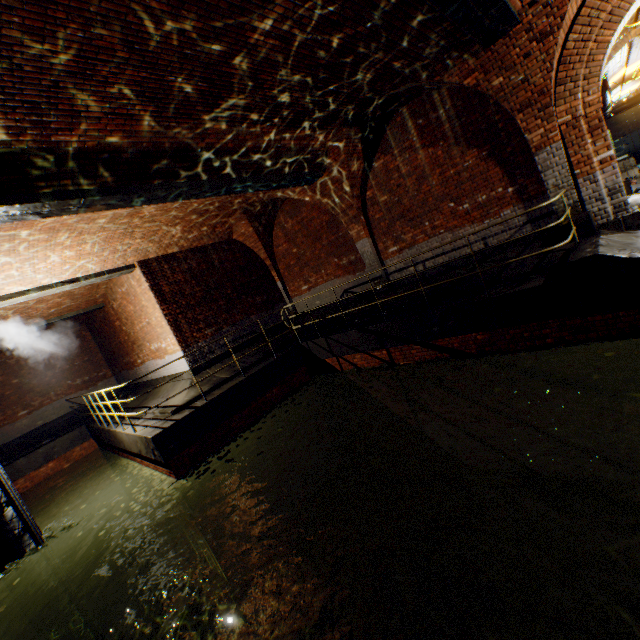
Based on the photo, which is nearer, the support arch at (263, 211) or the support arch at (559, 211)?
the support arch at (559, 211)

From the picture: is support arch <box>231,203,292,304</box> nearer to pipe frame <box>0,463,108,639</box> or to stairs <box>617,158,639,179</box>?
pipe frame <box>0,463,108,639</box>

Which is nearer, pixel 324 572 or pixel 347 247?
pixel 324 572

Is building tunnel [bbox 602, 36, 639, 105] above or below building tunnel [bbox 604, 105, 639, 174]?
above

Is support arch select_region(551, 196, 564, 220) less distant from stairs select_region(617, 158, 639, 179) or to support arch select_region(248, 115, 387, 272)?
support arch select_region(248, 115, 387, 272)

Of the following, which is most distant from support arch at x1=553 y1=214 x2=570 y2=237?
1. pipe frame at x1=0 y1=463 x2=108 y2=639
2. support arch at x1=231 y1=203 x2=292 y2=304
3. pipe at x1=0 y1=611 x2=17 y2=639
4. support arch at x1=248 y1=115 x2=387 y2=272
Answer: pipe frame at x1=0 y1=463 x2=108 y2=639

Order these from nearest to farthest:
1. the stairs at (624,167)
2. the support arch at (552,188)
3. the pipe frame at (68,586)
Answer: the support arch at (552,188), the pipe frame at (68,586), the stairs at (624,167)

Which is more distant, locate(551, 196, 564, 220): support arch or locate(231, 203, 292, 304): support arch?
locate(231, 203, 292, 304): support arch
